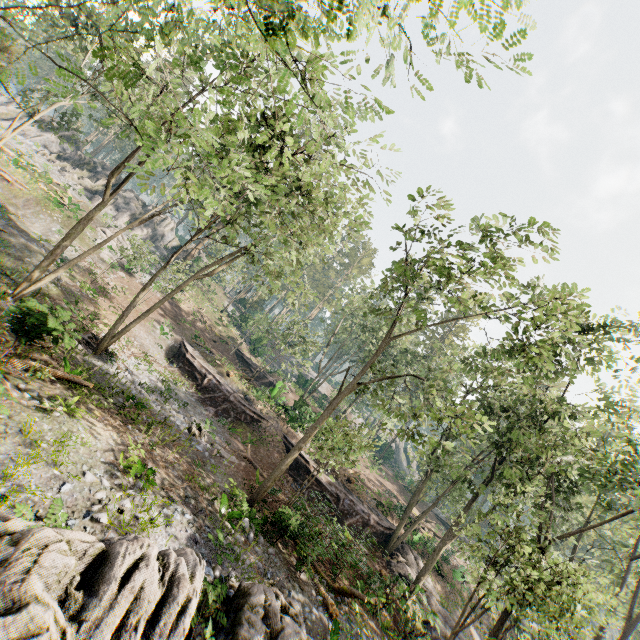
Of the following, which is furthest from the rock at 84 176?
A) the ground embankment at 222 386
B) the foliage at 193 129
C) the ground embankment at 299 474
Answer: the ground embankment at 299 474

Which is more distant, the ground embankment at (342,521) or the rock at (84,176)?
the rock at (84,176)

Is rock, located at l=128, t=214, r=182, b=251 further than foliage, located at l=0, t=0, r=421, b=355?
Yes

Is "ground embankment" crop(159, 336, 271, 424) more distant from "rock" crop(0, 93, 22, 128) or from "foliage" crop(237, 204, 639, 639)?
"rock" crop(0, 93, 22, 128)

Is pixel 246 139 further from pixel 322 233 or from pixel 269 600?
pixel 269 600

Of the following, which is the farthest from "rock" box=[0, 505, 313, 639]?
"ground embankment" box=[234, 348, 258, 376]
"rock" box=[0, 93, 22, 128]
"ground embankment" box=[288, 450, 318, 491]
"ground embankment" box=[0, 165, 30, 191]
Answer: "rock" box=[0, 93, 22, 128]

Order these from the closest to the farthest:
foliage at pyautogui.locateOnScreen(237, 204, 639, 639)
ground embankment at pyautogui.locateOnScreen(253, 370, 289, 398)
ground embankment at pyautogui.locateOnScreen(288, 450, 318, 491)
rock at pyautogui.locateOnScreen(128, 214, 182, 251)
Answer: foliage at pyautogui.locateOnScreen(237, 204, 639, 639), ground embankment at pyautogui.locateOnScreen(288, 450, 318, 491), ground embankment at pyautogui.locateOnScreen(253, 370, 289, 398), rock at pyautogui.locateOnScreen(128, 214, 182, 251)

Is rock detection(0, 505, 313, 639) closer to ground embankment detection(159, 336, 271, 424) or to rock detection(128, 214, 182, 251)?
ground embankment detection(159, 336, 271, 424)
